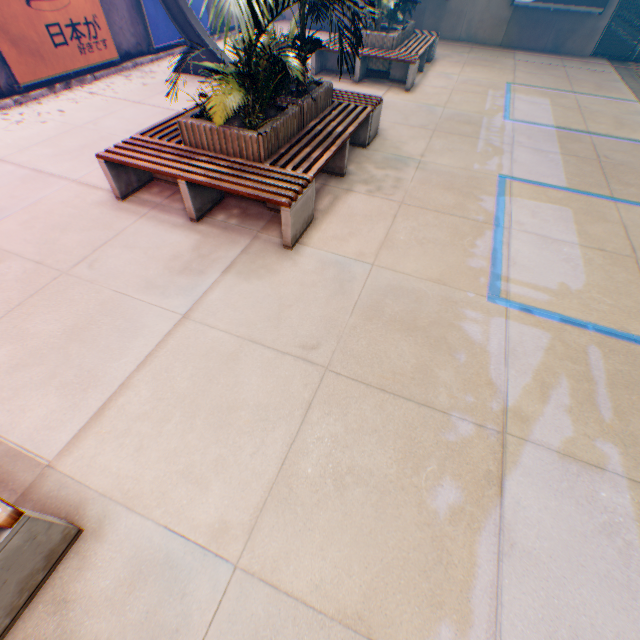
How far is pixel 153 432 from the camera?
2.41m

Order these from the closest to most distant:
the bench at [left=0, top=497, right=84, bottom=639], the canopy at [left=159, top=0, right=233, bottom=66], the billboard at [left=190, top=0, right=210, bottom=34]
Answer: the bench at [left=0, top=497, right=84, bottom=639] < the canopy at [left=159, top=0, right=233, bottom=66] < the billboard at [left=190, top=0, right=210, bottom=34]

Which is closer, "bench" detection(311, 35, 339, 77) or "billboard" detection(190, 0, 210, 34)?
"bench" detection(311, 35, 339, 77)

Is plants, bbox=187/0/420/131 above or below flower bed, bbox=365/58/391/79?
above

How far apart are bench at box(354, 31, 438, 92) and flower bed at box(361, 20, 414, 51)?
0.0m

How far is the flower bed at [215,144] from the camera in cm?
386

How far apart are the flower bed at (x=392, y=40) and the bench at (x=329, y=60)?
0.0m

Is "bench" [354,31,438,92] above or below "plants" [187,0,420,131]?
below
